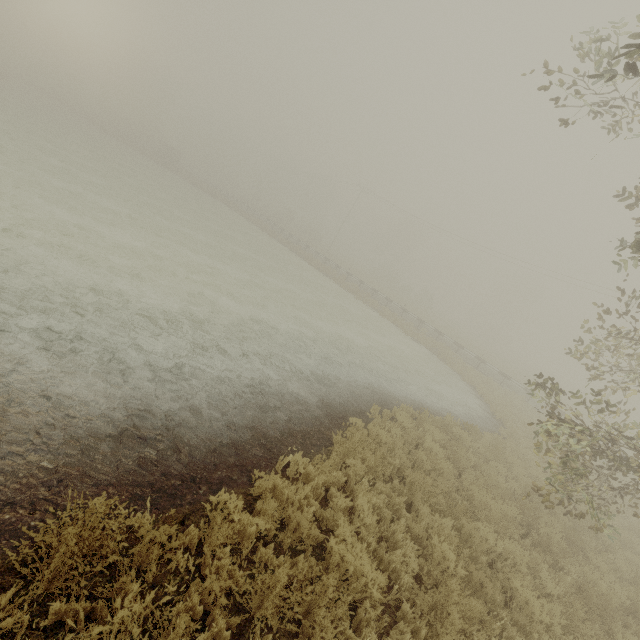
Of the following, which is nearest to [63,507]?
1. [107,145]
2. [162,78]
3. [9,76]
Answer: [107,145]
